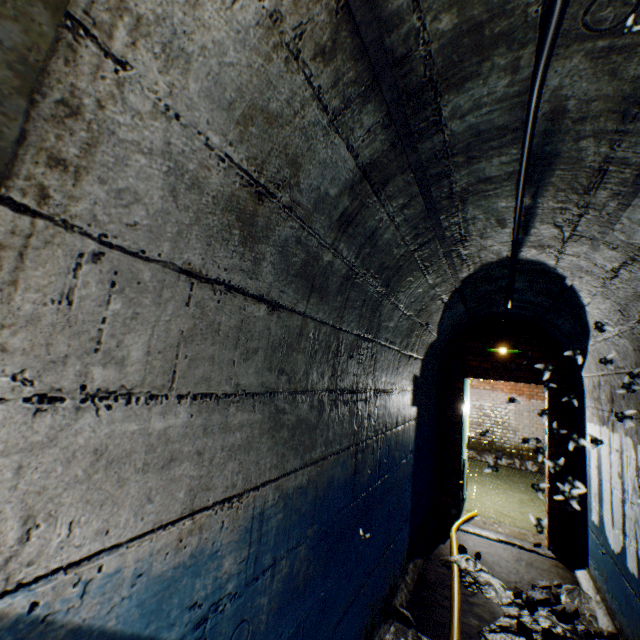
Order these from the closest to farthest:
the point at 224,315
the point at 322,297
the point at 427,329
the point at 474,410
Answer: → the point at 224,315, the point at 322,297, the point at 427,329, the point at 474,410

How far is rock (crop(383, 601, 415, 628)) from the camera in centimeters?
252cm

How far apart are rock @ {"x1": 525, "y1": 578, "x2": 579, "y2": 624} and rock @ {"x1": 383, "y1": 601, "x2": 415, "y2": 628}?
1.2 meters

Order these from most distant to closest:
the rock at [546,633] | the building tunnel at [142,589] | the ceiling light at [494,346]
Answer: the ceiling light at [494,346] < the rock at [546,633] < the building tunnel at [142,589]

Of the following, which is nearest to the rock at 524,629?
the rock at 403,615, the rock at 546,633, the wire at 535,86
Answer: the rock at 546,633

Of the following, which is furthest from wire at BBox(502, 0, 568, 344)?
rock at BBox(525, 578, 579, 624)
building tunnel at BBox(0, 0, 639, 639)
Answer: rock at BBox(525, 578, 579, 624)

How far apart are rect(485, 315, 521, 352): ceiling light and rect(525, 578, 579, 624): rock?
2.59m

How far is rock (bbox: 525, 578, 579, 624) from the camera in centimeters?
281cm
